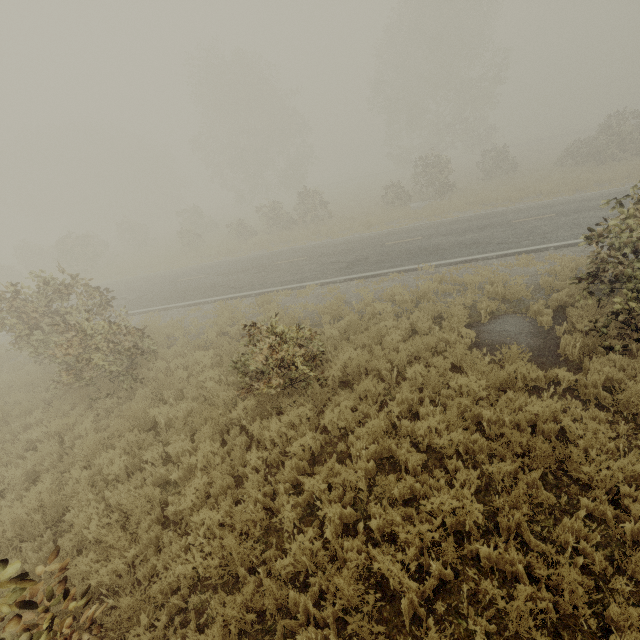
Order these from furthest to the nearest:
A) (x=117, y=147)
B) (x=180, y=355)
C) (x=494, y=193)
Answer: (x=117, y=147) → (x=494, y=193) → (x=180, y=355)

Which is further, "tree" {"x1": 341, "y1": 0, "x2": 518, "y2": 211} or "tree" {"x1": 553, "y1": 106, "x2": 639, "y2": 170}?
"tree" {"x1": 341, "y1": 0, "x2": 518, "y2": 211}

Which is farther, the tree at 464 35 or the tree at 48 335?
the tree at 464 35

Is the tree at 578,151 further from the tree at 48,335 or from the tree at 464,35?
the tree at 48,335

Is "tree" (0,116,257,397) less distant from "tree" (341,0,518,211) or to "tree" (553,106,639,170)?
"tree" (341,0,518,211)

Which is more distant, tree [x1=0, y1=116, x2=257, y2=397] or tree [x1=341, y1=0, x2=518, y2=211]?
tree [x1=341, y1=0, x2=518, y2=211]

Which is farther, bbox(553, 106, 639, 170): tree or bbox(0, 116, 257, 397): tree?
bbox(553, 106, 639, 170): tree

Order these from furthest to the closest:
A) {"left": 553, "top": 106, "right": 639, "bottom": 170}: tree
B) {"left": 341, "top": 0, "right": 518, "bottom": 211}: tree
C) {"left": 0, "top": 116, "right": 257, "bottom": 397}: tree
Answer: {"left": 341, "top": 0, "right": 518, "bottom": 211}: tree < {"left": 553, "top": 106, "right": 639, "bottom": 170}: tree < {"left": 0, "top": 116, "right": 257, "bottom": 397}: tree
